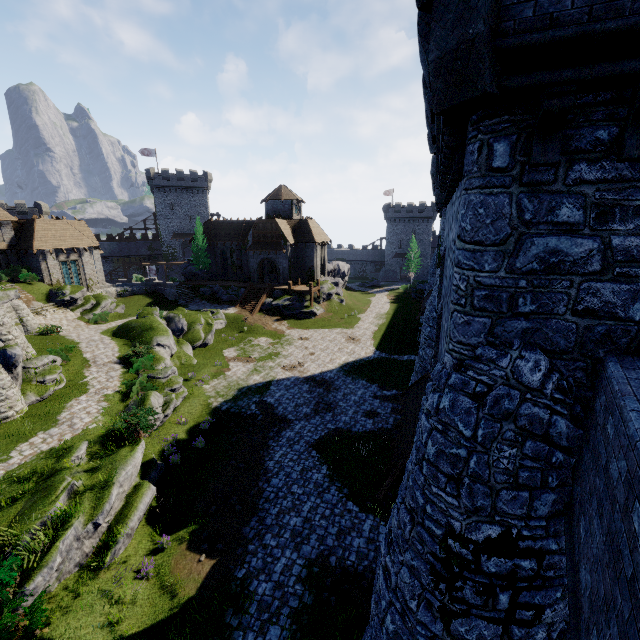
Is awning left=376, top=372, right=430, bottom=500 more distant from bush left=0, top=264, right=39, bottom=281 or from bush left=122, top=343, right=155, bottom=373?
bush left=0, top=264, right=39, bottom=281

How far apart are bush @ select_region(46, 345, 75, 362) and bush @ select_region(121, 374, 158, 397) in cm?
521

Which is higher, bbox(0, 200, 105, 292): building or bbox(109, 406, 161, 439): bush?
bbox(0, 200, 105, 292): building

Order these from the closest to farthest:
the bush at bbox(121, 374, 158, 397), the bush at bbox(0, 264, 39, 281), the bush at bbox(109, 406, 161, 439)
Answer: the bush at bbox(109, 406, 161, 439), the bush at bbox(121, 374, 158, 397), the bush at bbox(0, 264, 39, 281)

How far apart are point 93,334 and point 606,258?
34.3m

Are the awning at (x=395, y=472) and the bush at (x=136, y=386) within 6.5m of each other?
no

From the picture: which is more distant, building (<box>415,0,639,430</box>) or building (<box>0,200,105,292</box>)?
building (<box>0,200,105,292</box>)

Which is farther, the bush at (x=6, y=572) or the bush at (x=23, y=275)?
the bush at (x=23, y=275)
